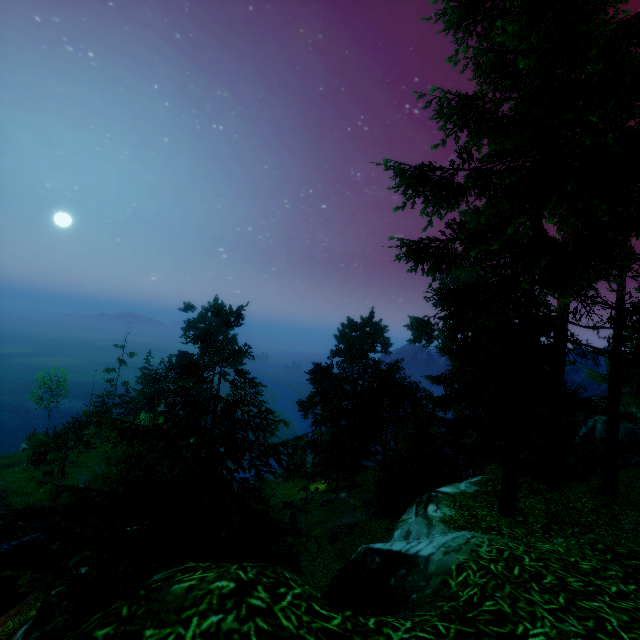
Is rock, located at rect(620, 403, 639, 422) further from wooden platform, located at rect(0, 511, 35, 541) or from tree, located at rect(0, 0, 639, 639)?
wooden platform, located at rect(0, 511, 35, 541)

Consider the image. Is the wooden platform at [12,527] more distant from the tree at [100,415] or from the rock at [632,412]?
the rock at [632,412]

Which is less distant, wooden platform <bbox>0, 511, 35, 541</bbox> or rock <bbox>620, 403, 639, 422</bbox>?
rock <bbox>620, 403, 639, 422</bbox>

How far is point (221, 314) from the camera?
6.35m

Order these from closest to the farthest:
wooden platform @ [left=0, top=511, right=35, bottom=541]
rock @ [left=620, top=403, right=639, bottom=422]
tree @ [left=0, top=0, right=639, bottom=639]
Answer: tree @ [left=0, top=0, right=639, bottom=639], rock @ [left=620, top=403, right=639, bottom=422], wooden platform @ [left=0, top=511, right=35, bottom=541]

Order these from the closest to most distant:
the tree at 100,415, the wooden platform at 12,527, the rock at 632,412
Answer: the tree at 100,415
the rock at 632,412
the wooden platform at 12,527

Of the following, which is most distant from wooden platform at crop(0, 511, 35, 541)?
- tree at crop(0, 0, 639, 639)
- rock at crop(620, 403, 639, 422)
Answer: rock at crop(620, 403, 639, 422)
